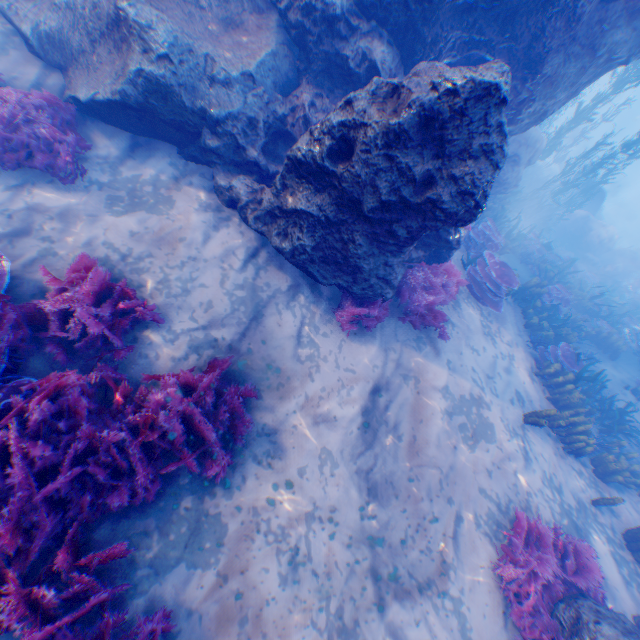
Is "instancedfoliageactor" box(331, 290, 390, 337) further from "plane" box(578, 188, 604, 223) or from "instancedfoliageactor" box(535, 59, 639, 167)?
"plane" box(578, 188, 604, 223)

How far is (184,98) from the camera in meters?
5.3 m

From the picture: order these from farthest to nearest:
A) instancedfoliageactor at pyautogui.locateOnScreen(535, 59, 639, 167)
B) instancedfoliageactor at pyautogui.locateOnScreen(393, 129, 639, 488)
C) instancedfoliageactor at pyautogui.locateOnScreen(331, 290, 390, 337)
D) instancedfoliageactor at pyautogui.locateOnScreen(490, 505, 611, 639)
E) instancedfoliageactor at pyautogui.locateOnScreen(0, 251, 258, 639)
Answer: instancedfoliageactor at pyautogui.locateOnScreen(535, 59, 639, 167) < instancedfoliageactor at pyautogui.locateOnScreen(393, 129, 639, 488) < instancedfoliageactor at pyautogui.locateOnScreen(331, 290, 390, 337) < instancedfoliageactor at pyautogui.locateOnScreen(490, 505, 611, 639) < instancedfoliageactor at pyautogui.locateOnScreen(0, 251, 258, 639)

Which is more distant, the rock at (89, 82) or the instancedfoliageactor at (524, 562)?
the instancedfoliageactor at (524, 562)

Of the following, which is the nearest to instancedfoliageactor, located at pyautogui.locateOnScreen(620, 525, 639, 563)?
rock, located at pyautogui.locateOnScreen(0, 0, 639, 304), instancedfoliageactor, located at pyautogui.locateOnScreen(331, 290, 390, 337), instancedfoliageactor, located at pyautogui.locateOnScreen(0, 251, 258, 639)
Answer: rock, located at pyautogui.locateOnScreen(0, 0, 639, 304)

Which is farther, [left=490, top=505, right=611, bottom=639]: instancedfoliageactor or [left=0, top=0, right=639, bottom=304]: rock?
[left=490, top=505, right=611, bottom=639]: instancedfoliageactor

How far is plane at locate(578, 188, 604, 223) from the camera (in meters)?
19.29

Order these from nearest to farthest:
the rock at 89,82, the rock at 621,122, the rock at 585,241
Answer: the rock at 89,82
the rock at 585,241
the rock at 621,122
